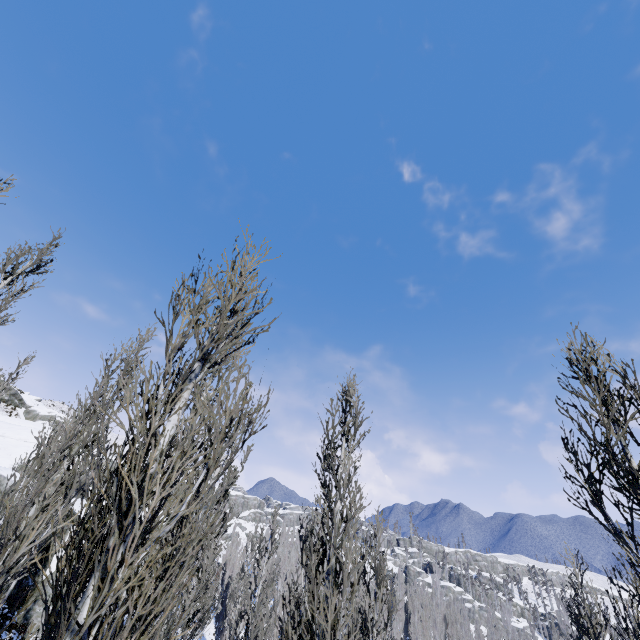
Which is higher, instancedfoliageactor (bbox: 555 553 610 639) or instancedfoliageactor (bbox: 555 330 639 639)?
instancedfoliageactor (bbox: 555 330 639 639)

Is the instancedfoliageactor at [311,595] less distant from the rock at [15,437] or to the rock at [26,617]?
the rock at [26,617]

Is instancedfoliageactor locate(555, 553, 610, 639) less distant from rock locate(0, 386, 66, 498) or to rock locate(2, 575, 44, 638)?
rock locate(2, 575, 44, 638)

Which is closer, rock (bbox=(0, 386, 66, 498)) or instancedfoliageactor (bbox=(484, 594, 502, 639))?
rock (bbox=(0, 386, 66, 498))

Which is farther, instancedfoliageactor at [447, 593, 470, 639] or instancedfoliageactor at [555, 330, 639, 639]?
instancedfoliageactor at [447, 593, 470, 639]

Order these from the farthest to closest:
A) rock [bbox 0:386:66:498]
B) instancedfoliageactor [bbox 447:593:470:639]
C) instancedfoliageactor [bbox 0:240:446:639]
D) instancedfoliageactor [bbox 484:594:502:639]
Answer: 1. instancedfoliageactor [bbox 447:593:470:639]
2. instancedfoliageactor [bbox 484:594:502:639]
3. rock [bbox 0:386:66:498]
4. instancedfoliageactor [bbox 0:240:446:639]

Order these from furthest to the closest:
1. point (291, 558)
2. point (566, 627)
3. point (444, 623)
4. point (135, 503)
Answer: point (444, 623) → point (291, 558) → point (566, 627) → point (135, 503)
